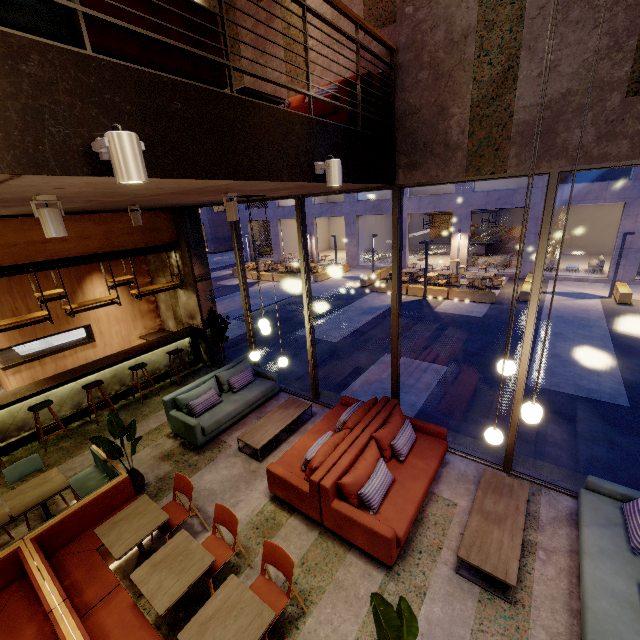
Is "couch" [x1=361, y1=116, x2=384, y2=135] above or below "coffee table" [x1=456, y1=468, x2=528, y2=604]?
above

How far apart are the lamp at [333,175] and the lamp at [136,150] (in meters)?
1.86

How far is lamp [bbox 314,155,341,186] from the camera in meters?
3.2

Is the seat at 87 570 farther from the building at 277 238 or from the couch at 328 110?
the building at 277 238

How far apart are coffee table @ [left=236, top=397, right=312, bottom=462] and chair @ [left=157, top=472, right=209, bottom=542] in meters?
1.3 m

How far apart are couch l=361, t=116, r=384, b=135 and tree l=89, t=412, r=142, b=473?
4.7m

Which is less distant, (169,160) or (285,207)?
(169,160)

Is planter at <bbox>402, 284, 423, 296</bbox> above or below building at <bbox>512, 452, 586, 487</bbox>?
below
